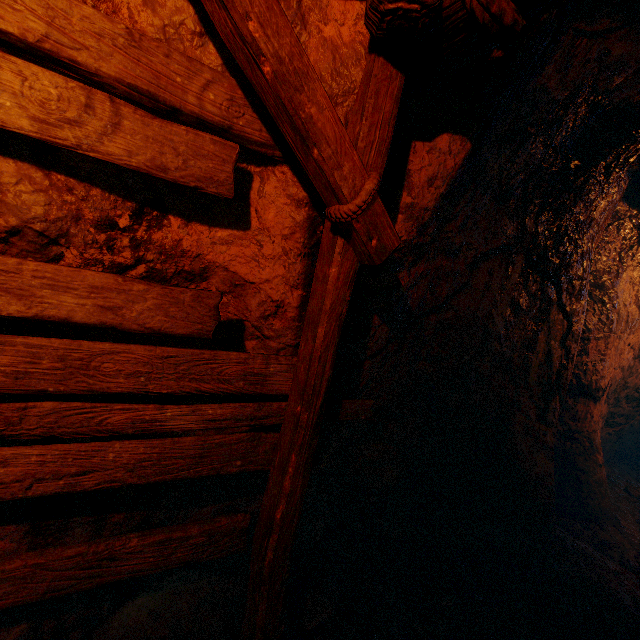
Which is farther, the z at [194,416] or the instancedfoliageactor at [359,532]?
the instancedfoliageactor at [359,532]

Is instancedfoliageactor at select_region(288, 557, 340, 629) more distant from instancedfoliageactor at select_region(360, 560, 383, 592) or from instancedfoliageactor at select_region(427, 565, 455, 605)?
instancedfoliageactor at select_region(427, 565, 455, 605)

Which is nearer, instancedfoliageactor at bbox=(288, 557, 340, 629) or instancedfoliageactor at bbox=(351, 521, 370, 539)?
instancedfoliageactor at bbox=(288, 557, 340, 629)

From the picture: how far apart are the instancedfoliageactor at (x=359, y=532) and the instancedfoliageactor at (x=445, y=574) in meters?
0.7 m

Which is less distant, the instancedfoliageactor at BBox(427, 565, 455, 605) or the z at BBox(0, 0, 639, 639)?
the z at BBox(0, 0, 639, 639)

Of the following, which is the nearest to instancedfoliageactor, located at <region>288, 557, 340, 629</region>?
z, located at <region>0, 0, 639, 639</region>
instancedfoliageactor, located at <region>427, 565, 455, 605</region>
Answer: z, located at <region>0, 0, 639, 639</region>

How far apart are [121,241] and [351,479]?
2.96m

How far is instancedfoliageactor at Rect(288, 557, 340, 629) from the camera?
2.45m
